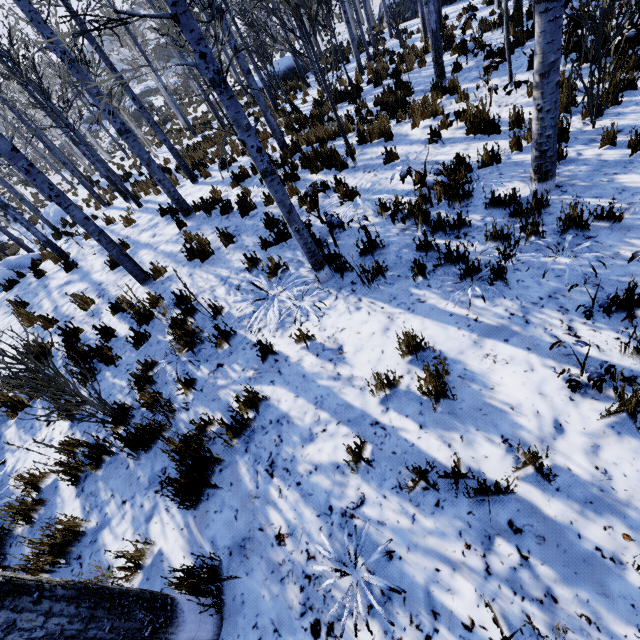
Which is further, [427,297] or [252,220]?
[252,220]

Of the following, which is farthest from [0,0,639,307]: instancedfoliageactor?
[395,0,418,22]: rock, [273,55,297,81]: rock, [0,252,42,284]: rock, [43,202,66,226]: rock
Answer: [395,0,418,22]: rock

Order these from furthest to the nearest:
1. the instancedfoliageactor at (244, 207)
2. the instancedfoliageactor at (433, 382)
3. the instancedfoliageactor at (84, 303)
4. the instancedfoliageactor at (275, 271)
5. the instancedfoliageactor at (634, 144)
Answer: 1. the instancedfoliageactor at (244, 207)
2. the instancedfoliageactor at (84, 303)
3. the instancedfoliageactor at (275, 271)
4. the instancedfoliageactor at (634, 144)
5. the instancedfoliageactor at (433, 382)

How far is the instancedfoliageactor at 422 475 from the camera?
2.3 meters

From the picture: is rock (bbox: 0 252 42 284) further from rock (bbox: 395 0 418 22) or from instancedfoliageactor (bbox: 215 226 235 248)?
rock (bbox: 395 0 418 22)

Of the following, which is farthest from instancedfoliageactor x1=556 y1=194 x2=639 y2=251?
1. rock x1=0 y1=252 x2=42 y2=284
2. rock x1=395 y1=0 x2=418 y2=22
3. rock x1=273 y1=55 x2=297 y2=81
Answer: rock x1=395 y1=0 x2=418 y2=22

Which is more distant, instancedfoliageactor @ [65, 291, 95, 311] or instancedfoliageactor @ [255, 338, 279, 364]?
instancedfoliageactor @ [65, 291, 95, 311]

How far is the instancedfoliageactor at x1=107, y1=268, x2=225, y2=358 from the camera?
4.31m
